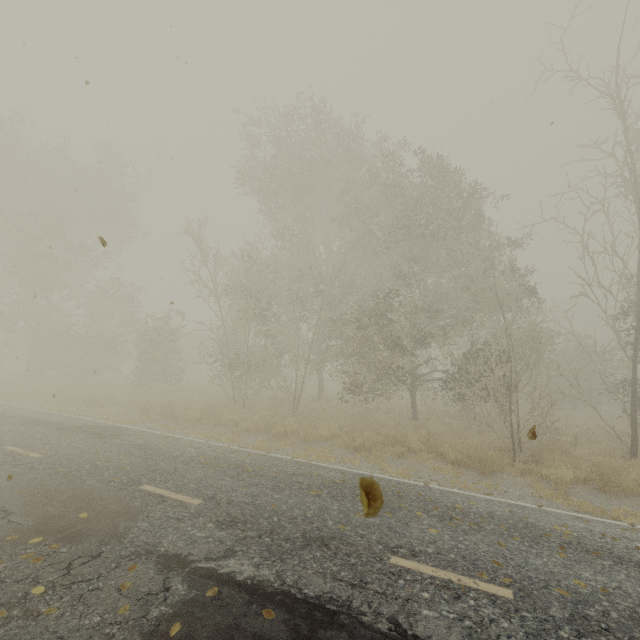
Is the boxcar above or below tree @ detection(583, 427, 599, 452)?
above

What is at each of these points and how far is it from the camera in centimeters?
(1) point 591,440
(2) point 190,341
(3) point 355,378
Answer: (1) tree, 1335cm
(2) boxcar, 4100cm
(3) tree, 1392cm

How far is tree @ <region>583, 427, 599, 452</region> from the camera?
11.6 meters

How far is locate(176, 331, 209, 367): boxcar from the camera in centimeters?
4088cm

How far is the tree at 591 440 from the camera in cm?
1155

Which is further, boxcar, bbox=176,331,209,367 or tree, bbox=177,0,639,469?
boxcar, bbox=176,331,209,367

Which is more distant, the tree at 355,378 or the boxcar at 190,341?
the boxcar at 190,341
